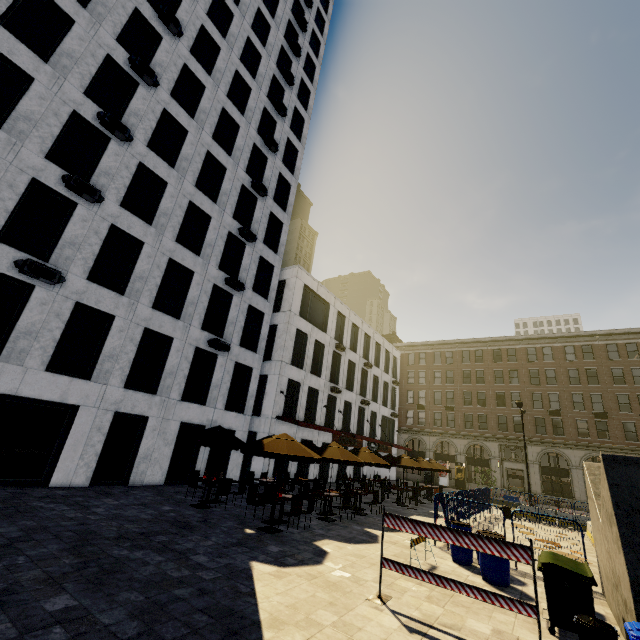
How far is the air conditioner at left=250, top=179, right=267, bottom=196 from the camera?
22.2 meters

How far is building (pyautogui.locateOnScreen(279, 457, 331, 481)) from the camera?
22.7 meters

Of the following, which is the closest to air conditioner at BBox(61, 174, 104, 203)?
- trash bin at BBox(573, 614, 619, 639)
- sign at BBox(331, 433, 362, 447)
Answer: trash bin at BBox(573, 614, 619, 639)

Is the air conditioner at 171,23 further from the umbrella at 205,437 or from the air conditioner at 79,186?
the umbrella at 205,437

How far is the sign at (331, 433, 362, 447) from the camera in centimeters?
2807cm

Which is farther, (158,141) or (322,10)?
(322,10)

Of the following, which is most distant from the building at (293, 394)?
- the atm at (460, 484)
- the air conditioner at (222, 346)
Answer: the air conditioner at (222, 346)

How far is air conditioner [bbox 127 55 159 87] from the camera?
15.7 meters
